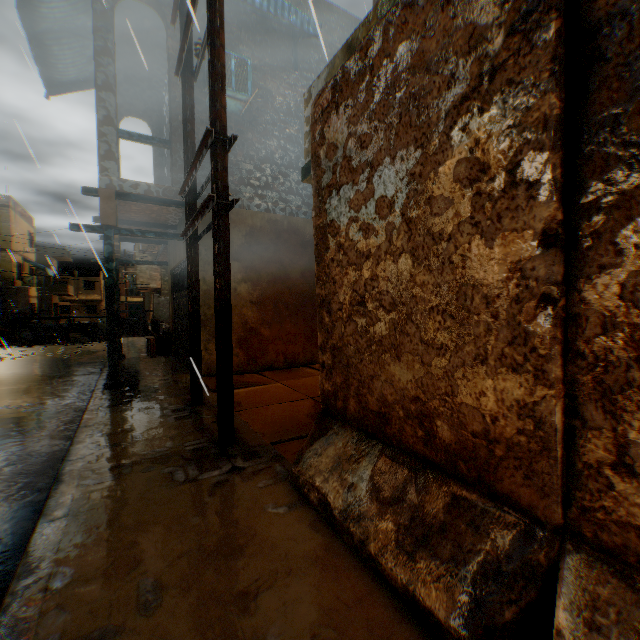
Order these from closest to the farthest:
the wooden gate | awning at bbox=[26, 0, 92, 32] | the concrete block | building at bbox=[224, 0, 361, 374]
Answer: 1. awning at bbox=[26, 0, 92, 32]
2. building at bbox=[224, 0, 361, 374]
3. the wooden gate
4. the concrete block

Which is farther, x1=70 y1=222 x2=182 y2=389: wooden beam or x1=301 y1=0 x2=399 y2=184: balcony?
x1=70 y1=222 x2=182 y2=389: wooden beam

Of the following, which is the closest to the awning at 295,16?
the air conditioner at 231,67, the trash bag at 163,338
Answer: the air conditioner at 231,67

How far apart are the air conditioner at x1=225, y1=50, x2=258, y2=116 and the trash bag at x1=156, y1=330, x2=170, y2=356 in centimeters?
689cm

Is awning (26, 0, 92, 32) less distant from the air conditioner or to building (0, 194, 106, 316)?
building (0, 194, 106, 316)

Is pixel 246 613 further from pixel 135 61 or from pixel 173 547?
pixel 135 61

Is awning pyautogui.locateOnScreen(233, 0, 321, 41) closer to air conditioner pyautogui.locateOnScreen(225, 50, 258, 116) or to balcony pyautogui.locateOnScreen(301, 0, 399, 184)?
air conditioner pyautogui.locateOnScreen(225, 50, 258, 116)

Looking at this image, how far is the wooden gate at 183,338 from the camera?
8.38m
